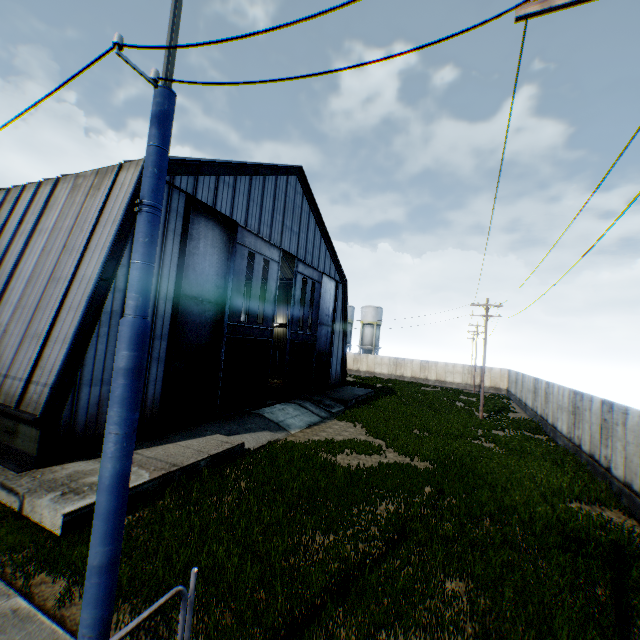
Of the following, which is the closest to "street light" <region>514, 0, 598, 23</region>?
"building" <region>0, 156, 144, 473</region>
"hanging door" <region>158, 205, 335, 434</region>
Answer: "building" <region>0, 156, 144, 473</region>

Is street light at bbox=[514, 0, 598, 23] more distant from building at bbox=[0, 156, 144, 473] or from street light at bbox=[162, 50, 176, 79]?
building at bbox=[0, 156, 144, 473]

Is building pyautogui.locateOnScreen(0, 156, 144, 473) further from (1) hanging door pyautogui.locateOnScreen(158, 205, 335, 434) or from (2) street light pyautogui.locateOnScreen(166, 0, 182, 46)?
(2) street light pyautogui.locateOnScreen(166, 0, 182, 46)

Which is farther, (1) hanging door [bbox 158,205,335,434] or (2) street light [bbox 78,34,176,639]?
(1) hanging door [bbox 158,205,335,434]

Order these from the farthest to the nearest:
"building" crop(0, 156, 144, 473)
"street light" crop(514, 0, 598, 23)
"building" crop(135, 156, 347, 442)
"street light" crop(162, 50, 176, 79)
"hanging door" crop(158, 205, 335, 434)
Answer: "hanging door" crop(158, 205, 335, 434), "building" crop(135, 156, 347, 442), "building" crop(0, 156, 144, 473), "street light" crop(162, 50, 176, 79), "street light" crop(514, 0, 598, 23)

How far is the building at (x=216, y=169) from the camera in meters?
13.4

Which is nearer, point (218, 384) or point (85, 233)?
point (85, 233)

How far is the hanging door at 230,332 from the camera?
15.45m
